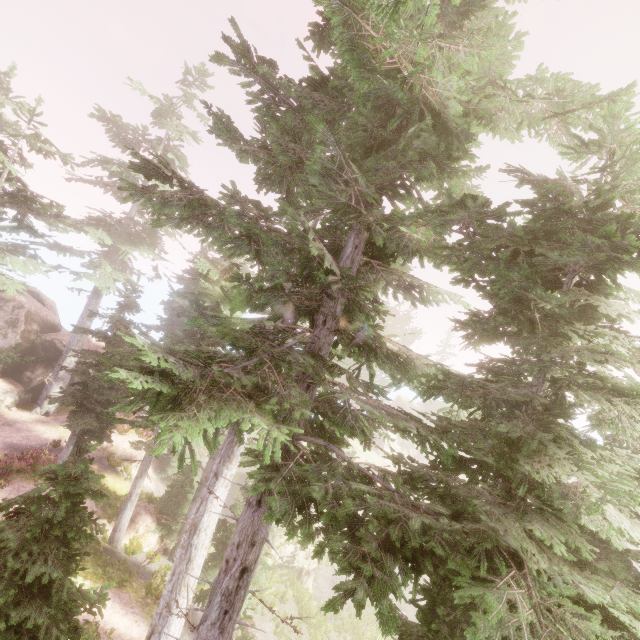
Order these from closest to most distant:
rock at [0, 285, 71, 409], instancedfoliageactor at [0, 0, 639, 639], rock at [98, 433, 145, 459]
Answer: instancedfoliageactor at [0, 0, 639, 639]
rock at [98, 433, 145, 459]
rock at [0, 285, 71, 409]

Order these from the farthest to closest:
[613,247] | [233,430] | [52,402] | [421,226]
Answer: [52,402], [233,430], [421,226], [613,247]

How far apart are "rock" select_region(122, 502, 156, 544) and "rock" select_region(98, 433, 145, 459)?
4.1 meters

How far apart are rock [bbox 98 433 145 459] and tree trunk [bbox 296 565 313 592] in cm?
1316

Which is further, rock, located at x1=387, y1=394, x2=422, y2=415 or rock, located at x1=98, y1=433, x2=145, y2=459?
rock, located at x1=387, y1=394, x2=422, y2=415

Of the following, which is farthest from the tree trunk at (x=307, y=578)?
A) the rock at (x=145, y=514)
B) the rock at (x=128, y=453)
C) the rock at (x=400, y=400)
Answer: the rock at (x=128, y=453)

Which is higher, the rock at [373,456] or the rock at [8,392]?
the rock at [8,392]

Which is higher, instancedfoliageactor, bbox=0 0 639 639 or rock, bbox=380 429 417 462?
instancedfoliageactor, bbox=0 0 639 639
